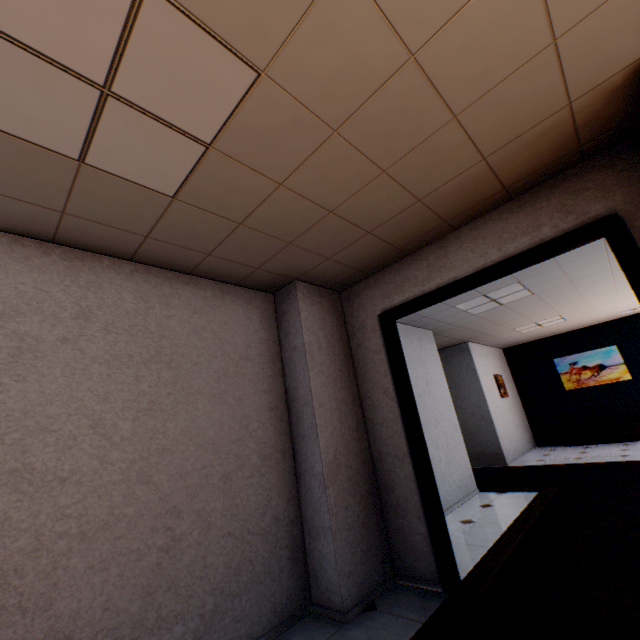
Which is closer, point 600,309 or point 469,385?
point 600,309

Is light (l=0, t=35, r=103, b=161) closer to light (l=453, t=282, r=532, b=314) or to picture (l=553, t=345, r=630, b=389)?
light (l=453, t=282, r=532, b=314)

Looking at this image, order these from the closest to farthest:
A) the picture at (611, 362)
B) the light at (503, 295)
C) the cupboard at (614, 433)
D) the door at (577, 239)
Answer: the door at (577, 239) < the light at (503, 295) < the cupboard at (614, 433) < the picture at (611, 362)

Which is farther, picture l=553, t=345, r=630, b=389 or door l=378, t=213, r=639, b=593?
picture l=553, t=345, r=630, b=389

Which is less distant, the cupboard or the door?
the door

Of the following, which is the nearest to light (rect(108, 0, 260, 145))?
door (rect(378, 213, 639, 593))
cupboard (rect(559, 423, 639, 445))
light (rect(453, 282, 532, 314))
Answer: door (rect(378, 213, 639, 593))

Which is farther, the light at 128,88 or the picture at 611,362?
the picture at 611,362

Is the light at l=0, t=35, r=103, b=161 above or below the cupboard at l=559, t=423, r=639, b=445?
above
